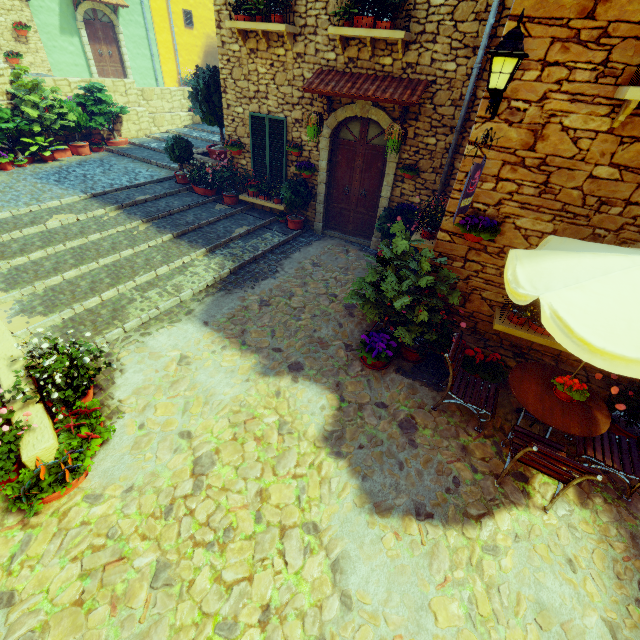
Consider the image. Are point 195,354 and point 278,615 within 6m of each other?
yes

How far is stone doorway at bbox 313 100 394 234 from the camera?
6.96m

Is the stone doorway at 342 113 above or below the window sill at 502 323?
above

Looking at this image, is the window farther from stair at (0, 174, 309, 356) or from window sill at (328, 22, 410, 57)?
window sill at (328, 22, 410, 57)

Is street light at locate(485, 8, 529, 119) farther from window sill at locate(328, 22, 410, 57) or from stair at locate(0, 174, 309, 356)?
stair at locate(0, 174, 309, 356)

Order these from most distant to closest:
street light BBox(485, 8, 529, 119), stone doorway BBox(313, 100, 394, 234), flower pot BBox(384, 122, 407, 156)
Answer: stone doorway BBox(313, 100, 394, 234)
flower pot BBox(384, 122, 407, 156)
street light BBox(485, 8, 529, 119)

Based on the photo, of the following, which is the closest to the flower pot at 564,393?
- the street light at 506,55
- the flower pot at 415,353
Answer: the flower pot at 415,353

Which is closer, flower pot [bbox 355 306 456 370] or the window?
flower pot [bbox 355 306 456 370]
